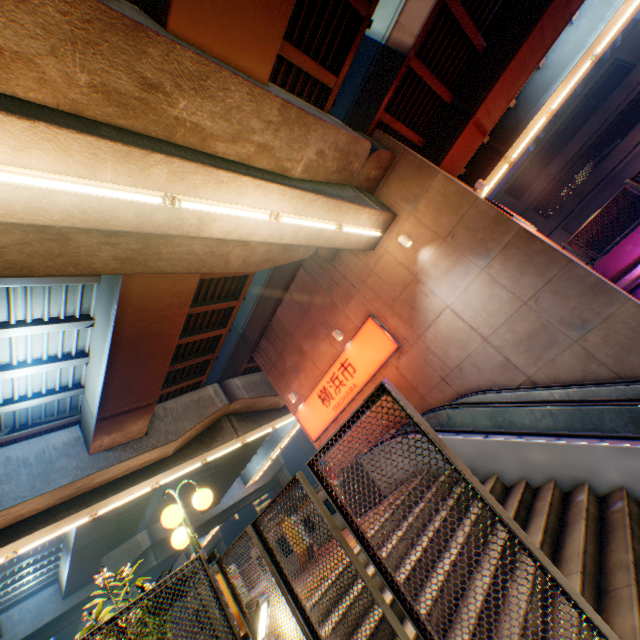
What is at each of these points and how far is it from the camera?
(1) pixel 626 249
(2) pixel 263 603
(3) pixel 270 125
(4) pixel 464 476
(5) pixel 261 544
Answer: (1) concrete block, 10.6 meters
(2) street light, 3.1 meters
(3) overpass support, 6.6 meters
(4) metal fence, 1.9 meters
(5) metal fence, 3.4 meters

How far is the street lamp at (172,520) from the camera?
4.4m

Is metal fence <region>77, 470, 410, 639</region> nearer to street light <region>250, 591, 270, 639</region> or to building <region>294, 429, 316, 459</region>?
street light <region>250, 591, 270, 639</region>

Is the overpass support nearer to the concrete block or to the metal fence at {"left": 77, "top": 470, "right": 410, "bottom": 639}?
the metal fence at {"left": 77, "top": 470, "right": 410, "bottom": 639}

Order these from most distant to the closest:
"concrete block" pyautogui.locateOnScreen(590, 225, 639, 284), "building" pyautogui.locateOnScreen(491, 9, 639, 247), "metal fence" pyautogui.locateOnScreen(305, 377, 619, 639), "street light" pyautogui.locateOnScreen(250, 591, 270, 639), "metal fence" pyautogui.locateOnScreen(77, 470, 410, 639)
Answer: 1. "building" pyautogui.locateOnScreen(491, 9, 639, 247)
2. "concrete block" pyautogui.locateOnScreen(590, 225, 639, 284)
3. "street light" pyautogui.locateOnScreen(250, 591, 270, 639)
4. "metal fence" pyautogui.locateOnScreen(77, 470, 410, 639)
5. "metal fence" pyautogui.locateOnScreen(305, 377, 619, 639)

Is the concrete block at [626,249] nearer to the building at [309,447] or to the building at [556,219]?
the building at [556,219]

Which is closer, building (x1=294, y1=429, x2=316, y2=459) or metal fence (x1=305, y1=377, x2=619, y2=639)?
metal fence (x1=305, y1=377, x2=619, y2=639)

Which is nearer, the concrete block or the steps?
the steps
